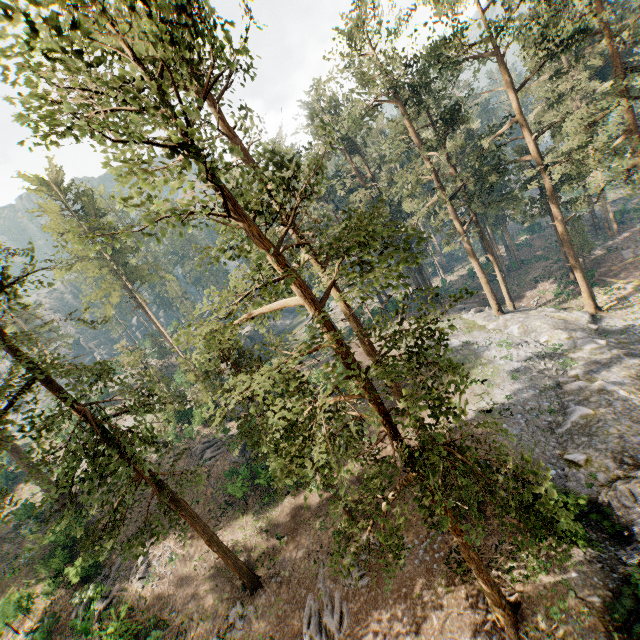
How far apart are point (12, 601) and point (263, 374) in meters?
30.0 m

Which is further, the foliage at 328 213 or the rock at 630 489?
the rock at 630 489

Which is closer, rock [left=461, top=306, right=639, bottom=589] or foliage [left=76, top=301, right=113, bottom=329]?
rock [left=461, top=306, right=639, bottom=589]

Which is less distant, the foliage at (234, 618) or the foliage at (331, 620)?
the foliage at (331, 620)

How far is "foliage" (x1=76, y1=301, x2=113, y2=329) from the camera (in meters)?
17.75

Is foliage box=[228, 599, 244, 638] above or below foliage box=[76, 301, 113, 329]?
below

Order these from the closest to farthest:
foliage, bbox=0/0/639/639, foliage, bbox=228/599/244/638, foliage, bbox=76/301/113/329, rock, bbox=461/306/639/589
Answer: foliage, bbox=0/0/639/639 < rock, bbox=461/306/639/589 < foliage, bbox=76/301/113/329 < foliage, bbox=228/599/244/638

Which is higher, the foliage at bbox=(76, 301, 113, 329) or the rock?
the foliage at bbox=(76, 301, 113, 329)
